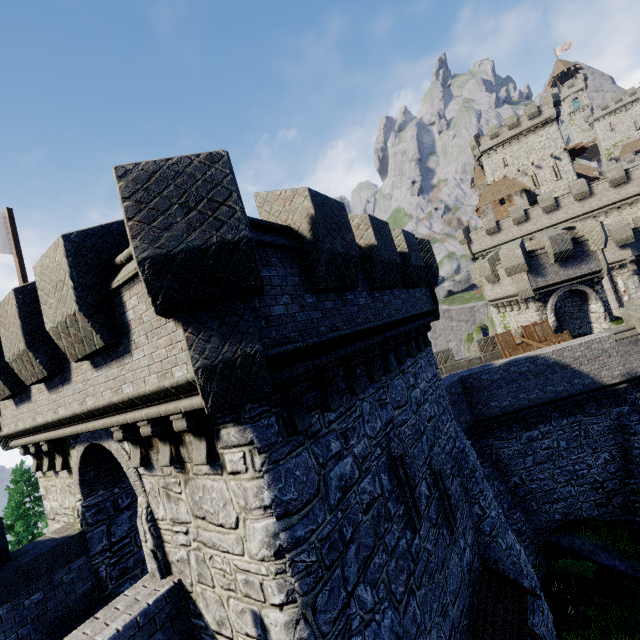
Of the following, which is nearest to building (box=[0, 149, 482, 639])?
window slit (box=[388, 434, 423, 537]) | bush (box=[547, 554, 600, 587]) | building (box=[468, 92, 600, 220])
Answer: window slit (box=[388, 434, 423, 537])

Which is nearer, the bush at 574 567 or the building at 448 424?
the building at 448 424

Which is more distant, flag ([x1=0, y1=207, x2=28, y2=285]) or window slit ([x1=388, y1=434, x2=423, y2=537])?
flag ([x1=0, y1=207, x2=28, y2=285])

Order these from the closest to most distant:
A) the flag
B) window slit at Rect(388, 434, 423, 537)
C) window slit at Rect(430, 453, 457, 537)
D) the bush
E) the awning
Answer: window slit at Rect(388, 434, 423, 537) → the awning → window slit at Rect(430, 453, 457, 537) → the flag → the bush

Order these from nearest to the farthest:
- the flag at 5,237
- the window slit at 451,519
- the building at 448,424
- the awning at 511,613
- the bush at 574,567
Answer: the building at 448,424, the awning at 511,613, the window slit at 451,519, the flag at 5,237, the bush at 574,567

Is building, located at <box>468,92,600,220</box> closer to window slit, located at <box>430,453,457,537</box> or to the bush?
the bush

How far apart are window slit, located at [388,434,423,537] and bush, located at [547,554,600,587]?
13.6m

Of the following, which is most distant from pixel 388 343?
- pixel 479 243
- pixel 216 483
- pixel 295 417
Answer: pixel 479 243
